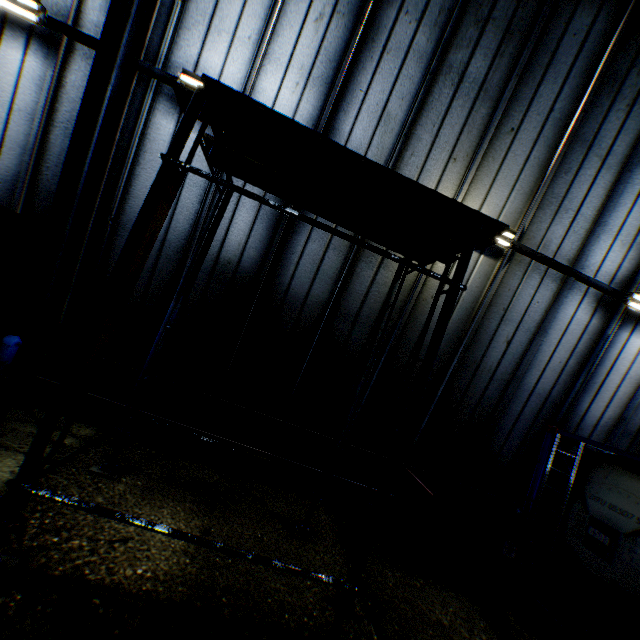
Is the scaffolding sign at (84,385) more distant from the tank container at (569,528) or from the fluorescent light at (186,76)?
the tank container at (569,528)

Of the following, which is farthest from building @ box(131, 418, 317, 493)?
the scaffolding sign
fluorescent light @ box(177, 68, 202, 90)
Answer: the scaffolding sign

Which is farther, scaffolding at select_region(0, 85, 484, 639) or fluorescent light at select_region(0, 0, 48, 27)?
fluorescent light at select_region(0, 0, 48, 27)

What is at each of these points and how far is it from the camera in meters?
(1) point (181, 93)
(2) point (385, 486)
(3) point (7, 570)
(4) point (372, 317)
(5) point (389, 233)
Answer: (1) scaffolding board, 3.4 m
(2) scaffolding, 3.1 m
(3) scaffolding, 2.7 m
(4) building, 6.5 m
(5) scaffolding board, 4.6 m

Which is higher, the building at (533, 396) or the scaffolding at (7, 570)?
the building at (533, 396)

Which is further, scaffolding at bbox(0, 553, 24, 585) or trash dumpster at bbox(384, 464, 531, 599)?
trash dumpster at bbox(384, 464, 531, 599)

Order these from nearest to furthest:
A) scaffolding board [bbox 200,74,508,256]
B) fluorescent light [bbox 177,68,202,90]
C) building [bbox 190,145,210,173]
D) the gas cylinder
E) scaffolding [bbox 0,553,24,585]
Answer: scaffolding [bbox 0,553,24,585] < scaffolding board [bbox 200,74,508,256] < the gas cylinder < fluorescent light [bbox 177,68,202,90] < building [bbox 190,145,210,173]

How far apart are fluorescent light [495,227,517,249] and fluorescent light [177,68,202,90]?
3.04m
